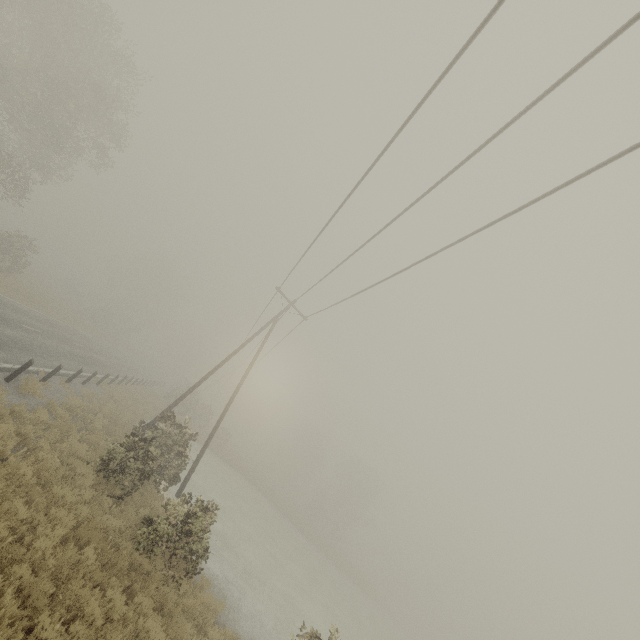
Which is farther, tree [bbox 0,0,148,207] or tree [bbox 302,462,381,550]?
tree [bbox 302,462,381,550]

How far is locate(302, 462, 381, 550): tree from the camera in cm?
5288

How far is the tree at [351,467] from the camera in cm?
5288

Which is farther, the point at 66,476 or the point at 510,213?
the point at 66,476

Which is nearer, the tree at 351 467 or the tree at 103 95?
the tree at 103 95
